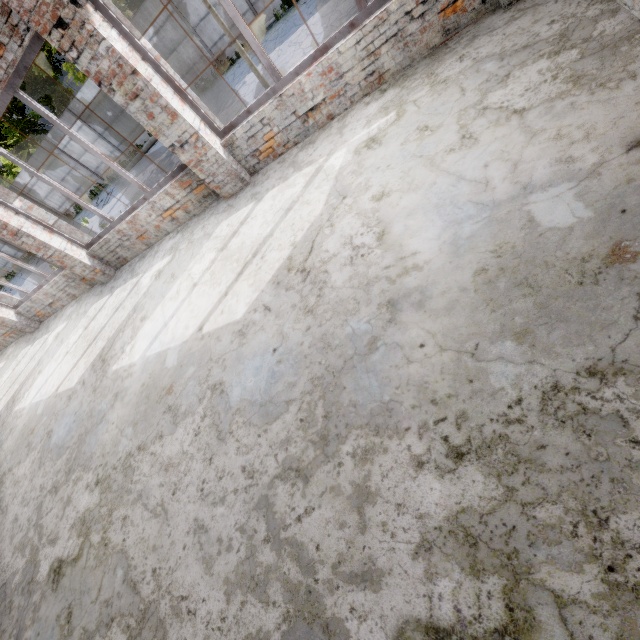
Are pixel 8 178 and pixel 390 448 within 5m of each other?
no
